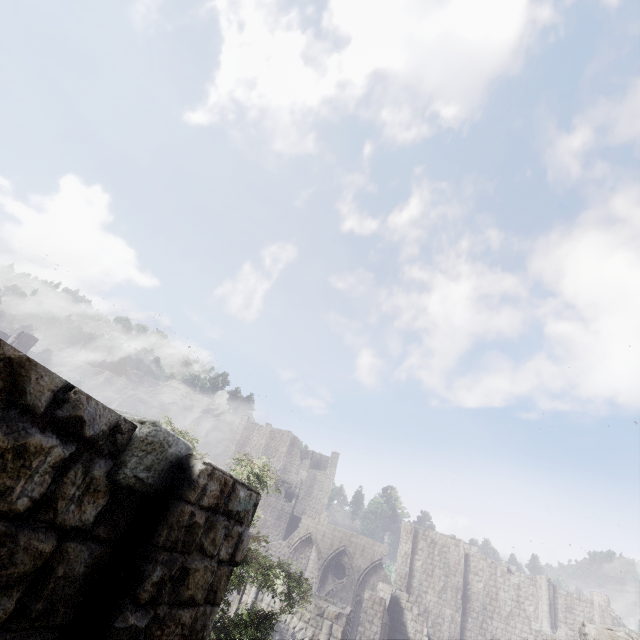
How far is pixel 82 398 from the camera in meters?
2.1

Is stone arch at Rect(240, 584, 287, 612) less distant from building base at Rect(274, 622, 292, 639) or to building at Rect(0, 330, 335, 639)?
building at Rect(0, 330, 335, 639)

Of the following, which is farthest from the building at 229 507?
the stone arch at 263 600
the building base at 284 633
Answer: the building base at 284 633

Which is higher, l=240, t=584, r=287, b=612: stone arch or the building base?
l=240, t=584, r=287, b=612: stone arch

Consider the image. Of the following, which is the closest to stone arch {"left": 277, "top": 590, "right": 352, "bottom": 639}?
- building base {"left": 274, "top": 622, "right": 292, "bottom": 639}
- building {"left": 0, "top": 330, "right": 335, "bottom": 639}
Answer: building {"left": 0, "top": 330, "right": 335, "bottom": 639}

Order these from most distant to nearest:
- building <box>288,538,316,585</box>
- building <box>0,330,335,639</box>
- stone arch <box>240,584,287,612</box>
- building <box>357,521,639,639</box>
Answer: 1. building <box>288,538,316,585</box>
2. building <box>357,521,639,639</box>
3. stone arch <box>240,584,287,612</box>
4. building <box>0,330,335,639</box>

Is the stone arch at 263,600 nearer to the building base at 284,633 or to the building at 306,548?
the building at 306,548
